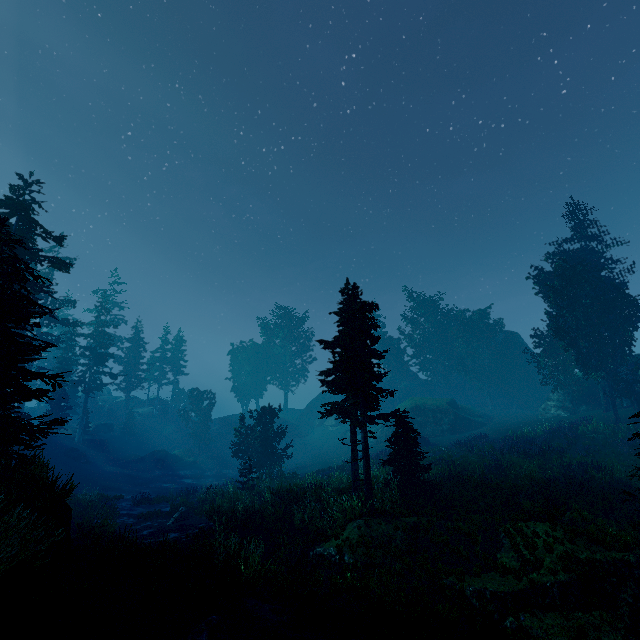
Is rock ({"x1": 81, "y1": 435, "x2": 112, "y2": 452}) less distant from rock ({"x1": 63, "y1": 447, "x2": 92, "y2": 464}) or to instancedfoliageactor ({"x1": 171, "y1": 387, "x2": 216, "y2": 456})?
instancedfoliageactor ({"x1": 171, "y1": 387, "x2": 216, "y2": 456})

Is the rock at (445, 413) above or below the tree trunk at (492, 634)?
above

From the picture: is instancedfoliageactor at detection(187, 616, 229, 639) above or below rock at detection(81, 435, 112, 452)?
below

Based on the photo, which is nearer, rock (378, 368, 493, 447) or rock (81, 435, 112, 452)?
rock (378, 368, 493, 447)

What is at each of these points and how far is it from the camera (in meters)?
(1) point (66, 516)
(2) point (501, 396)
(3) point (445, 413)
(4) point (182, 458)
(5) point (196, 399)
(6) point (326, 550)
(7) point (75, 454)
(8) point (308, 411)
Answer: (1) rock, 9.13
(2) rock, 49.28
(3) rock, 38.69
(4) rock, 44.06
(5) instancedfoliageactor, 48.78
(6) rock, 11.77
(7) rock, 36.94
(8) rock, 54.00

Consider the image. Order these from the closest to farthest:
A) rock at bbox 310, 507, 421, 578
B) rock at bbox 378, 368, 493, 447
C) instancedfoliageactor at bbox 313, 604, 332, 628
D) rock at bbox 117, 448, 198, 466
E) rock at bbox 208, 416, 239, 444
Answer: instancedfoliageactor at bbox 313, 604, 332, 628 < rock at bbox 310, 507, 421, 578 < rock at bbox 378, 368, 493, 447 < rock at bbox 117, 448, 198, 466 < rock at bbox 208, 416, 239, 444

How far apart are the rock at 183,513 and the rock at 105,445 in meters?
30.0 m

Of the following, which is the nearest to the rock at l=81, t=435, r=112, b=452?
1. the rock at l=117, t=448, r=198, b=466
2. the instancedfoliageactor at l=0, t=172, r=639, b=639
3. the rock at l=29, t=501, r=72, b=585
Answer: the instancedfoliageactor at l=0, t=172, r=639, b=639
